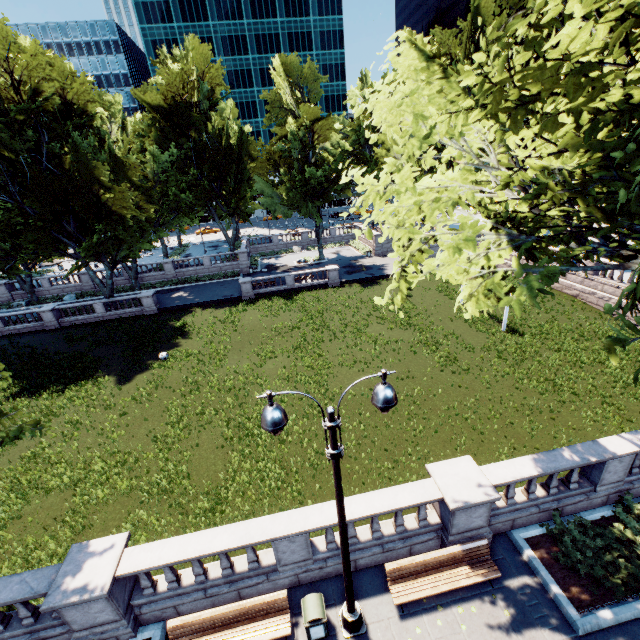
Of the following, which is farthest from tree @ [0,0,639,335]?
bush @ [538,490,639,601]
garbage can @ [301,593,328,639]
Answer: garbage can @ [301,593,328,639]

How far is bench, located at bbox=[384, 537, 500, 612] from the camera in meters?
8.3 m

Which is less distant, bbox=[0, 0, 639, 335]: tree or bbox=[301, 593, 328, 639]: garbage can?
bbox=[0, 0, 639, 335]: tree

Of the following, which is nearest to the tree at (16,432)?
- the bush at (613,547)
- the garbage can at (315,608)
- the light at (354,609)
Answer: the bush at (613,547)

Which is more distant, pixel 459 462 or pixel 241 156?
pixel 241 156

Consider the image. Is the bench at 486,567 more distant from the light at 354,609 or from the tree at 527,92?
the tree at 527,92

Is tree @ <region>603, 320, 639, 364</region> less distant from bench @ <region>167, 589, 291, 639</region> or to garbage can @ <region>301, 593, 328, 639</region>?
bench @ <region>167, 589, 291, 639</region>

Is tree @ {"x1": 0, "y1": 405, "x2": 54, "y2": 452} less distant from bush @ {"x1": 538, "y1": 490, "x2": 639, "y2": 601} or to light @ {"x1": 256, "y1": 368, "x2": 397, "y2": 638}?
bush @ {"x1": 538, "y1": 490, "x2": 639, "y2": 601}
